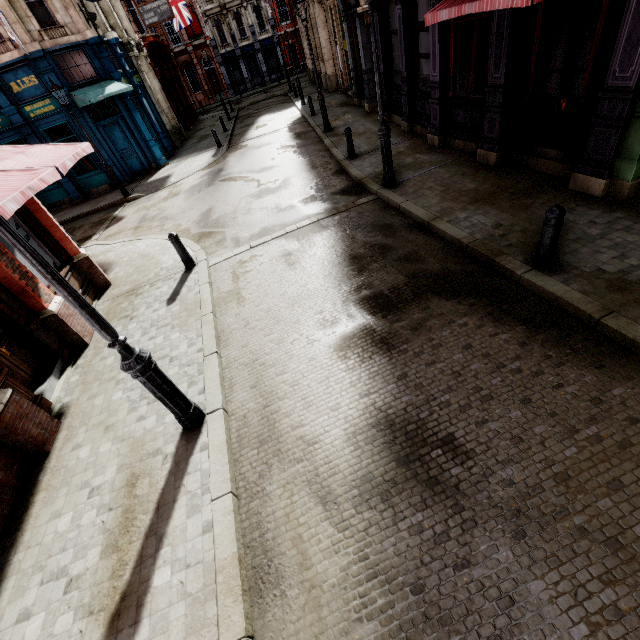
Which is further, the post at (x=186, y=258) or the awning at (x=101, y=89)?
the awning at (x=101, y=89)

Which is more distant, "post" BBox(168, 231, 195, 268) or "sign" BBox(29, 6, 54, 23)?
"sign" BBox(29, 6, 54, 23)

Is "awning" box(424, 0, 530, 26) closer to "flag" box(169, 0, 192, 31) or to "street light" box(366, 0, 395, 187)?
"street light" box(366, 0, 395, 187)

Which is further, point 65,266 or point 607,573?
point 65,266

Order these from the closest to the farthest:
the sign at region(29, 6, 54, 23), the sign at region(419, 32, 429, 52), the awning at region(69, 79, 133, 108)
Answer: the sign at region(419, 32, 429, 52) < the sign at region(29, 6, 54, 23) < the awning at region(69, 79, 133, 108)

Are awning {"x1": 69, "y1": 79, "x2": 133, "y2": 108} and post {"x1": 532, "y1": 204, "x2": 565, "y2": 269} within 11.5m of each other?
no

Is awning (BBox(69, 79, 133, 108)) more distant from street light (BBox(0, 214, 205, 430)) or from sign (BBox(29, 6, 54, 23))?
street light (BBox(0, 214, 205, 430))

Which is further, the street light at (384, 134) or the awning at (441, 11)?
the street light at (384, 134)
